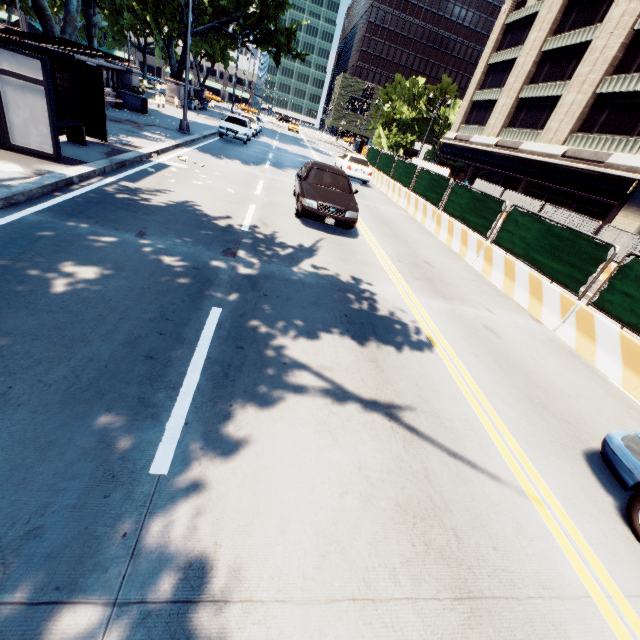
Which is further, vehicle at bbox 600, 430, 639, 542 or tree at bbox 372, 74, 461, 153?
tree at bbox 372, 74, 461, 153

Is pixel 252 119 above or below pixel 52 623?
above

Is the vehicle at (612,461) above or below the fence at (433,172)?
below

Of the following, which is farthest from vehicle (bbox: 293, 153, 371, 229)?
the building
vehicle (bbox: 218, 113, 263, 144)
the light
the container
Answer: the building

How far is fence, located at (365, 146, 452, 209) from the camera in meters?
A: 14.3

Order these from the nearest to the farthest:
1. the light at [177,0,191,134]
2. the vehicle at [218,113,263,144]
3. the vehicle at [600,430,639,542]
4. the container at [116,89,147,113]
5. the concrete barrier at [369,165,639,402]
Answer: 1. the vehicle at [600,430,639,542]
2. the concrete barrier at [369,165,639,402]
3. the light at [177,0,191,134]
4. the container at [116,89,147,113]
5. the vehicle at [218,113,263,144]

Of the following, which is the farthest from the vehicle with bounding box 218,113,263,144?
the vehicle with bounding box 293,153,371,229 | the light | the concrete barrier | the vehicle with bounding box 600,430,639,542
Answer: the vehicle with bounding box 600,430,639,542

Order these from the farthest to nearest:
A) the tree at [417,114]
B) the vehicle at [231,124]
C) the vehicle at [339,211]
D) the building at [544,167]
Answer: the tree at [417,114]
the building at [544,167]
the vehicle at [231,124]
the vehicle at [339,211]
